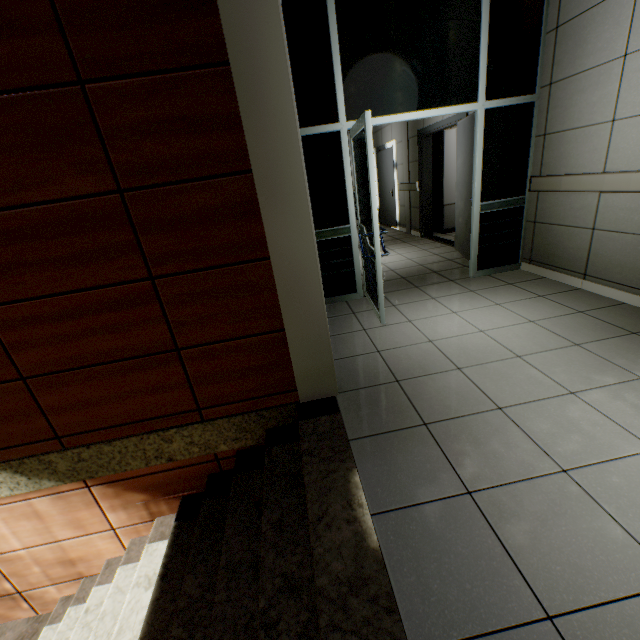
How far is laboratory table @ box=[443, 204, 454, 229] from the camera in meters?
7.2 m

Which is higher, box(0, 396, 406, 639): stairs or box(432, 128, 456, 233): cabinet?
box(432, 128, 456, 233): cabinet

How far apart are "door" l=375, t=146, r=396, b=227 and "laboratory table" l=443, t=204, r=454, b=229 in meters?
1.8 m

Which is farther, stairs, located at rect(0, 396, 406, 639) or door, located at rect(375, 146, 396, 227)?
door, located at rect(375, 146, 396, 227)

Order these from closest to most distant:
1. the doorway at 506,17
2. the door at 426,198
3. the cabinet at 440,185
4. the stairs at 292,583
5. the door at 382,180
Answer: the stairs at 292,583 → the doorway at 506,17 → the door at 426,198 → the cabinet at 440,185 → the door at 382,180

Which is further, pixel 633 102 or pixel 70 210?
pixel 633 102

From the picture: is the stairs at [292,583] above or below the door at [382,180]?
below

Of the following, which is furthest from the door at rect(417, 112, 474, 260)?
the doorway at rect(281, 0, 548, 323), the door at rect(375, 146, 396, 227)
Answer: the door at rect(375, 146, 396, 227)
